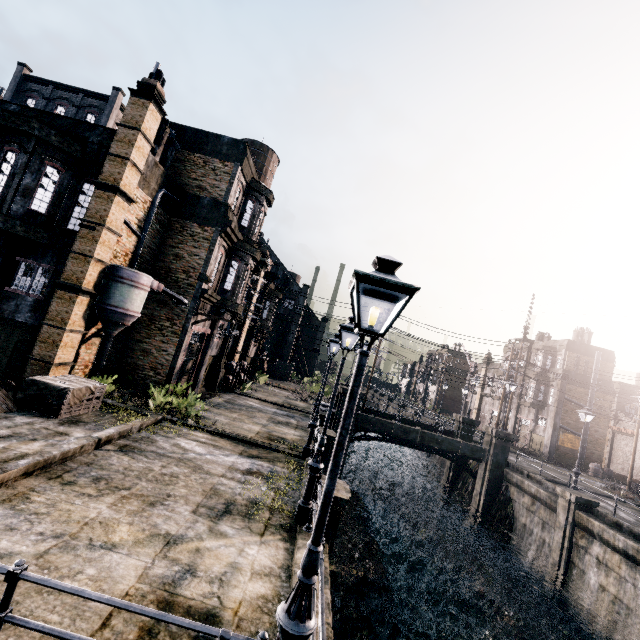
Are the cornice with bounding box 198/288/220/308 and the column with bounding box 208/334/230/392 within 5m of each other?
yes

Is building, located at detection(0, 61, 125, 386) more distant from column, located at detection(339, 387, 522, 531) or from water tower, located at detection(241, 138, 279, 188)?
column, located at detection(339, 387, 522, 531)

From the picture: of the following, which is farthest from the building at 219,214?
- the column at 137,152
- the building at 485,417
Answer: the building at 485,417

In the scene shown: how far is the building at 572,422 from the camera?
36.22m

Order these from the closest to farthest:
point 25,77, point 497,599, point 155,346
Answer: point 497,599 → point 155,346 → point 25,77

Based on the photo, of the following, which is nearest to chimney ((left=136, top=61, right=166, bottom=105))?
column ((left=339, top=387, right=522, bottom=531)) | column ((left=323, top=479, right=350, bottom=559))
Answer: column ((left=323, top=479, right=350, bottom=559))

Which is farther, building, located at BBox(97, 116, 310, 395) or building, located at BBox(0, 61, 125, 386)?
building, located at BBox(97, 116, 310, 395)

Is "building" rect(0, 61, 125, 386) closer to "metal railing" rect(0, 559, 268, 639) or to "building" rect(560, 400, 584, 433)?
"metal railing" rect(0, 559, 268, 639)
